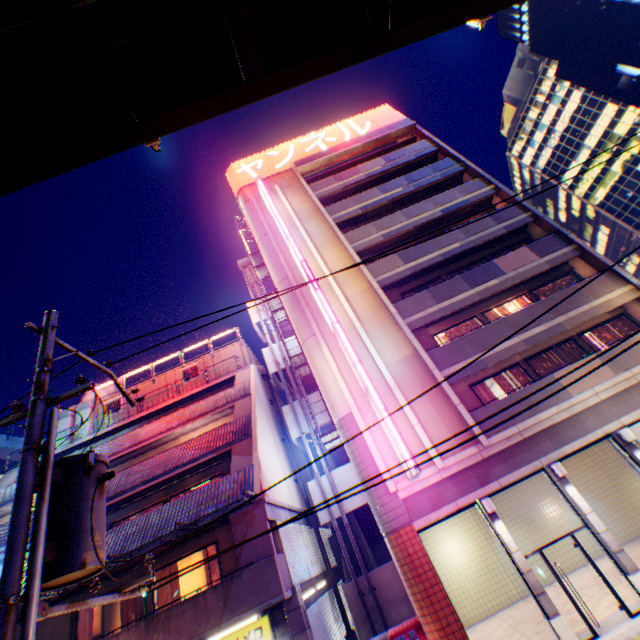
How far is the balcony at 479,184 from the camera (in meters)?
19.89

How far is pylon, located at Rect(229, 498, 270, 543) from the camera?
11.48m

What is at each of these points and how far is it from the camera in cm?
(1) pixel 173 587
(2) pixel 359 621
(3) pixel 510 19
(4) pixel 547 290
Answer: (1) curtain, 1230
(2) stairs, 1394
(3) building, 5341
(4) curtain, 1738

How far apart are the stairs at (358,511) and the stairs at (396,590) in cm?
57

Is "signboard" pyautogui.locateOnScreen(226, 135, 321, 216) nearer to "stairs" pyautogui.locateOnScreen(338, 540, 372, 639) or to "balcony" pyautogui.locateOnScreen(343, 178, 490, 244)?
"balcony" pyautogui.locateOnScreen(343, 178, 490, 244)

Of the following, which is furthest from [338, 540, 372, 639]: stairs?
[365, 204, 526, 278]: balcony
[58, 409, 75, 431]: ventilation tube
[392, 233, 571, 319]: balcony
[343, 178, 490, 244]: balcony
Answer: [58, 409, 75, 431]: ventilation tube

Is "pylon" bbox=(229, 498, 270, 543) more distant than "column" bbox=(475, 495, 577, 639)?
Yes

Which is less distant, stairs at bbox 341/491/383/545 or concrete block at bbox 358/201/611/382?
concrete block at bbox 358/201/611/382
